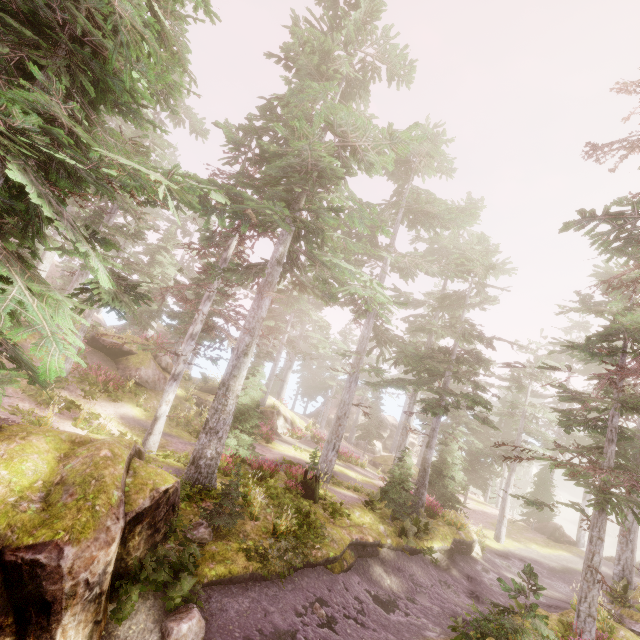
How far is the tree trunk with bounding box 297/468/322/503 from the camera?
14.2 meters

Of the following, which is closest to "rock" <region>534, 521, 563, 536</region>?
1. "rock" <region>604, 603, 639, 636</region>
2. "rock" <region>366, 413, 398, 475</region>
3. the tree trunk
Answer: "rock" <region>604, 603, 639, 636</region>

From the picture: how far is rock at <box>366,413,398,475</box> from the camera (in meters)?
35.23

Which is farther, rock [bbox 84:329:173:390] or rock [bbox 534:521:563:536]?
rock [bbox 534:521:563:536]

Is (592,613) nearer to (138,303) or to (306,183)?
(138,303)

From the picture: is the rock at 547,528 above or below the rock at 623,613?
below

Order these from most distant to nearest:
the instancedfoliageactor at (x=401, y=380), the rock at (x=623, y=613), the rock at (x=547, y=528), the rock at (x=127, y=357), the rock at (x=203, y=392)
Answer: the rock at (x=547, y=528) < the rock at (x=203, y=392) < the rock at (x=127, y=357) < the rock at (x=623, y=613) < the instancedfoliageactor at (x=401, y=380)

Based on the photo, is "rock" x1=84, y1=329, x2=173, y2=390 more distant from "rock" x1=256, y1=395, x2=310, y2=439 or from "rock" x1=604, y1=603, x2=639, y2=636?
"rock" x1=604, y1=603, x2=639, y2=636
